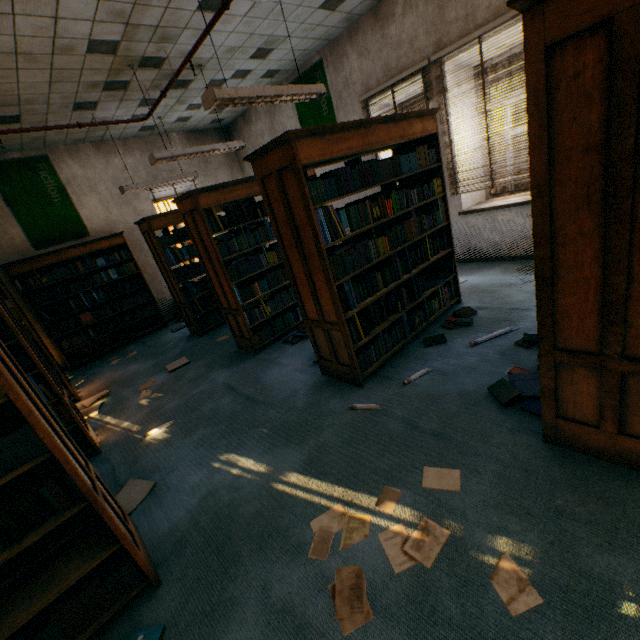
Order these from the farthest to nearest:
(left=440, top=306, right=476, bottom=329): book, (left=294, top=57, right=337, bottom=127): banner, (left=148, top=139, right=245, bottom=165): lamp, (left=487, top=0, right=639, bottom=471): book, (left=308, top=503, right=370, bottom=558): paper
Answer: (left=294, top=57, right=337, bottom=127): banner, (left=148, top=139, right=245, bottom=165): lamp, (left=440, top=306, right=476, bottom=329): book, (left=308, top=503, right=370, bottom=558): paper, (left=487, top=0, right=639, bottom=471): book

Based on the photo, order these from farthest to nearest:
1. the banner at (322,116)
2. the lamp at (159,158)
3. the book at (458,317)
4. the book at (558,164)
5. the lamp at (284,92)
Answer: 1. the banner at (322,116)
2. the lamp at (159,158)
3. the book at (458,317)
4. the lamp at (284,92)
5. the book at (558,164)

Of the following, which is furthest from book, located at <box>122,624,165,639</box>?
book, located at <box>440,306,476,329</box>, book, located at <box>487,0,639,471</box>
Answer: book, located at <box>440,306,476,329</box>

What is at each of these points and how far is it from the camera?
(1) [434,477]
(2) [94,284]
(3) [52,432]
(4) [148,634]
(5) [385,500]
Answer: (1) paper, 2.0 meters
(2) book, 6.5 meters
(3) book, 1.6 meters
(4) book, 1.6 meters
(5) paper, 1.9 meters

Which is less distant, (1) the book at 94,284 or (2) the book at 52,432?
(2) the book at 52,432

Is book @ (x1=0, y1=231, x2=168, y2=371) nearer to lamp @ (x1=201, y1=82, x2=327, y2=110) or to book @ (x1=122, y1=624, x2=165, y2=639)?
lamp @ (x1=201, y1=82, x2=327, y2=110)

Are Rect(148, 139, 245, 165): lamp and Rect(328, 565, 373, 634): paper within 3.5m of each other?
no

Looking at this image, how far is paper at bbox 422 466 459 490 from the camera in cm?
190
